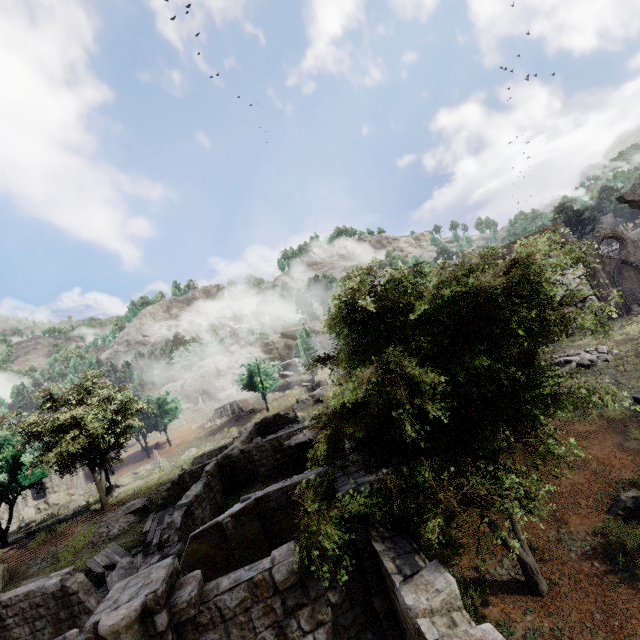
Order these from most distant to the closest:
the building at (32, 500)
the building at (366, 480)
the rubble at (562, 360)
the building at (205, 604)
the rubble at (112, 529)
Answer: the building at (32, 500)
the rubble at (112, 529)
the rubble at (562, 360)
the building at (366, 480)
the building at (205, 604)

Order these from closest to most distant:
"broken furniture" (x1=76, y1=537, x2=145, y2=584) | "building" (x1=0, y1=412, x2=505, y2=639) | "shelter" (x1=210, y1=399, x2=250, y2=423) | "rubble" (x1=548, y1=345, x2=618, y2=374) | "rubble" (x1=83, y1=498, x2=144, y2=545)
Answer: "building" (x1=0, y1=412, x2=505, y2=639) → "broken furniture" (x1=76, y1=537, x2=145, y2=584) → "rubble" (x1=548, y1=345, x2=618, y2=374) → "rubble" (x1=83, y1=498, x2=144, y2=545) → "shelter" (x1=210, y1=399, x2=250, y2=423)

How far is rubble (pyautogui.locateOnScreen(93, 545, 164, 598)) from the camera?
14.6m

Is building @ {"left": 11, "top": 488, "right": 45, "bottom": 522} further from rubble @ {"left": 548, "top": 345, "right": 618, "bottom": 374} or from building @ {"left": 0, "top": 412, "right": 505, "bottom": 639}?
building @ {"left": 0, "top": 412, "right": 505, "bottom": 639}

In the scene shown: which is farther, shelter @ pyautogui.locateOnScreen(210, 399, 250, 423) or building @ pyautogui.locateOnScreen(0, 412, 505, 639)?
shelter @ pyautogui.locateOnScreen(210, 399, 250, 423)

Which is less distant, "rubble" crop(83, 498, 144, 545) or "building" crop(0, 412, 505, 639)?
"building" crop(0, 412, 505, 639)

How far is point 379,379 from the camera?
6.02m

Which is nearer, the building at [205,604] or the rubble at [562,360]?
the building at [205,604]
